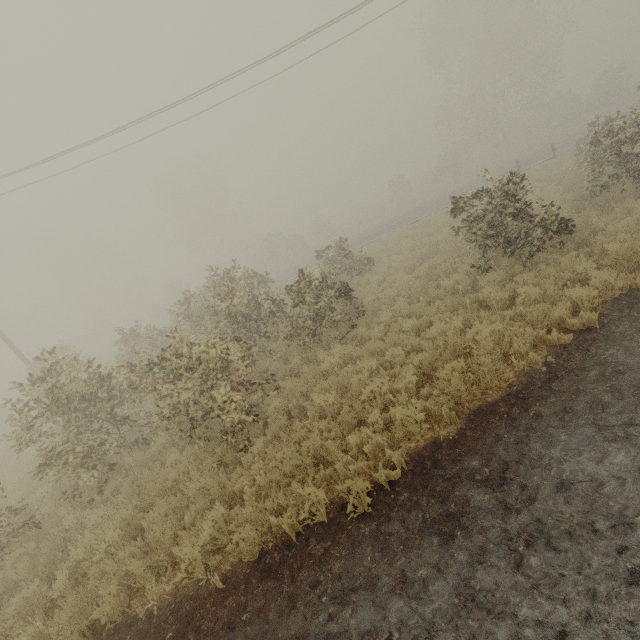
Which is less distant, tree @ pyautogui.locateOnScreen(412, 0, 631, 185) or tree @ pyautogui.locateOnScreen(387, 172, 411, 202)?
tree @ pyautogui.locateOnScreen(412, 0, 631, 185)

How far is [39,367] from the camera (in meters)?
18.25

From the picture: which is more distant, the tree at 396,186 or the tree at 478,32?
the tree at 396,186

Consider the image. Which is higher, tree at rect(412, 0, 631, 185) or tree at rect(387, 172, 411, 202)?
tree at rect(412, 0, 631, 185)

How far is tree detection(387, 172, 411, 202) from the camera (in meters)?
40.57

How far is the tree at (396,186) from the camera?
40.57m
